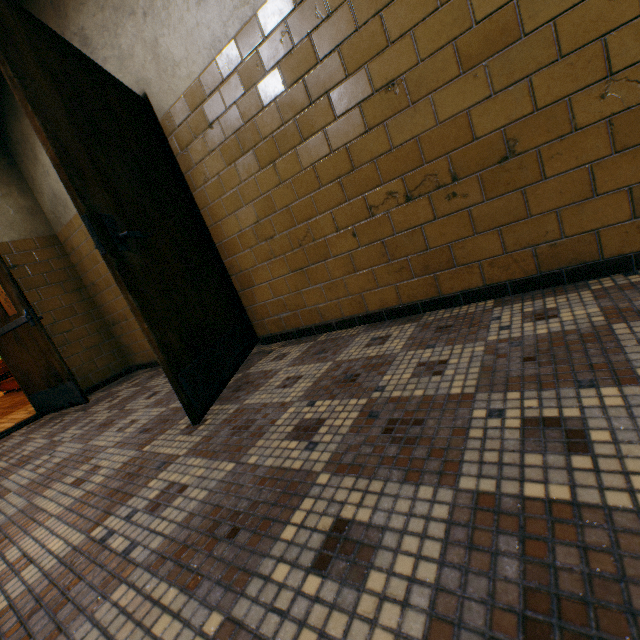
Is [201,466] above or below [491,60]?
below

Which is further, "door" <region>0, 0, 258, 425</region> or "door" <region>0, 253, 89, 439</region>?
"door" <region>0, 253, 89, 439</region>

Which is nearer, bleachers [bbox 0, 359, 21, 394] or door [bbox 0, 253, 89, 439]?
door [bbox 0, 253, 89, 439]

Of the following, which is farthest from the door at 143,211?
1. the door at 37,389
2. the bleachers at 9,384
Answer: the bleachers at 9,384

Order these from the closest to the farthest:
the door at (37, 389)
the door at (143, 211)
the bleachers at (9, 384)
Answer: the door at (143, 211), the door at (37, 389), the bleachers at (9, 384)

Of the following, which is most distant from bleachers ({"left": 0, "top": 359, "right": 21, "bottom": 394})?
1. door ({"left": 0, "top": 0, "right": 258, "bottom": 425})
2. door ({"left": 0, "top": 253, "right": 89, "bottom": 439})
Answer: door ({"left": 0, "top": 0, "right": 258, "bottom": 425})

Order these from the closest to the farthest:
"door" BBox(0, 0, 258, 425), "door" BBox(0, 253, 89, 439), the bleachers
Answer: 1. "door" BBox(0, 0, 258, 425)
2. "door" BBox(0, 253, 89, 439)
3. the bleachers
